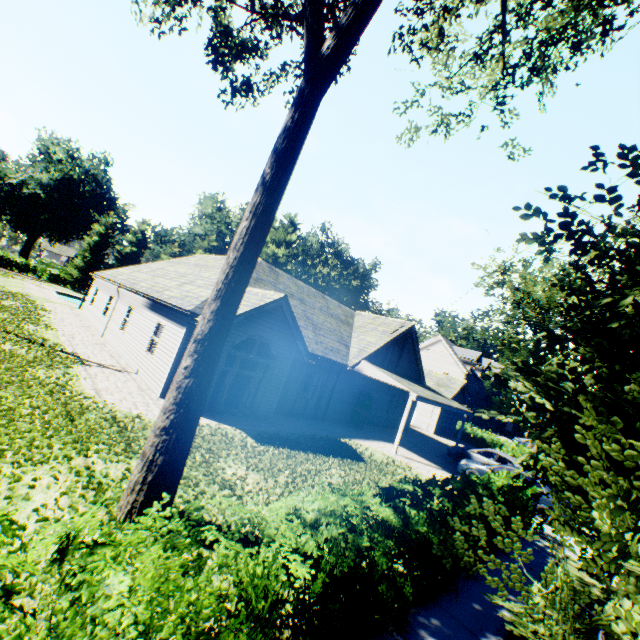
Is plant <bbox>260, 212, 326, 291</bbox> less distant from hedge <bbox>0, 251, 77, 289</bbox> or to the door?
hedge <bbox>0, 251, 77, 289</bbox>

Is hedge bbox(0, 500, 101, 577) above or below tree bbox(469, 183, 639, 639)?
below

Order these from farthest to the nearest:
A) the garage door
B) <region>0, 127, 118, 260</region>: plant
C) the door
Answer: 1. <region>0, 127, 118, 260</region>: plant
2. the garage door
3. the door

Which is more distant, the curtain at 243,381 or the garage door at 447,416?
the garage door at 447,416

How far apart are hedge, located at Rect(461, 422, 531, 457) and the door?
19.97m

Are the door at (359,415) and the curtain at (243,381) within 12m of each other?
yes

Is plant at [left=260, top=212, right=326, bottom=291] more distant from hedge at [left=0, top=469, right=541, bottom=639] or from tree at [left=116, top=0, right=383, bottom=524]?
hedge at [left=0, top=469, right=541, bottom=639]

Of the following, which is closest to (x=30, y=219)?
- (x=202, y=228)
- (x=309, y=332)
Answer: (x=202, y=228)
